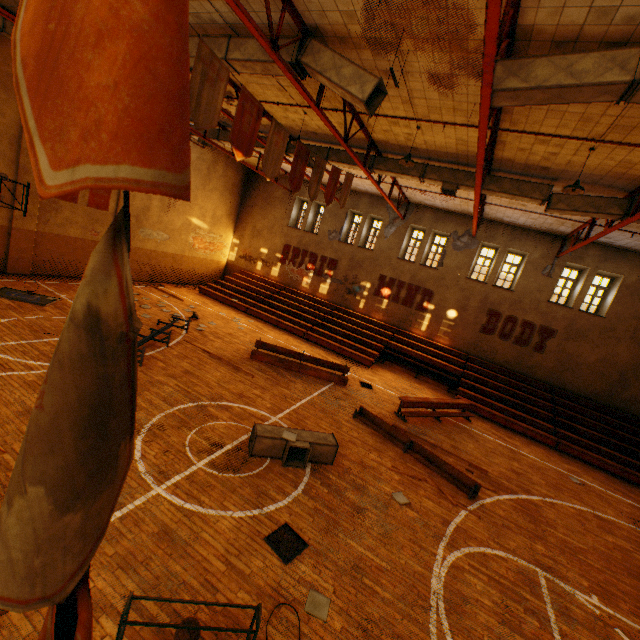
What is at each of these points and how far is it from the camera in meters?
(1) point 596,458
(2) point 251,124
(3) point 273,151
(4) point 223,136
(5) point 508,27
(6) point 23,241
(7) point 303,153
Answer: (1) bleachers, 12.5 m
(2) banner, 6.4 m
(3) banner, 7.2 m
(4) vent duct, 15.2 m
(5) metal beam, 5.0 m
(6) wall pilaster, 13.4 m
(7) banner, 8.2 m

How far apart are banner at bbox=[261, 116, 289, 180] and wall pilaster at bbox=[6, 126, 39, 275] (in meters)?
11.84

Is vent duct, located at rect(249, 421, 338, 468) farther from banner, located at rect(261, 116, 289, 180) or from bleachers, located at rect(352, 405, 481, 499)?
banner, located at rect(261, 116, 289, 180)

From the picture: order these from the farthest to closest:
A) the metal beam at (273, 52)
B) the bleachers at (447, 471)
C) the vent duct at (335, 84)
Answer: the bleachers at (447, 471) → the vent duct at (335, 84) → the metal beam at (273, 52)

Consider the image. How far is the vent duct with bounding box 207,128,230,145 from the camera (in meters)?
15.08

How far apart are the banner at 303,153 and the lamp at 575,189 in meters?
6.1

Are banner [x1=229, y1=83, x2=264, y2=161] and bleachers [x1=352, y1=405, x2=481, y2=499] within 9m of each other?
yes

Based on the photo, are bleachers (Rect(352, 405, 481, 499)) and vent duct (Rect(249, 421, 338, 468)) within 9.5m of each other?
yes
